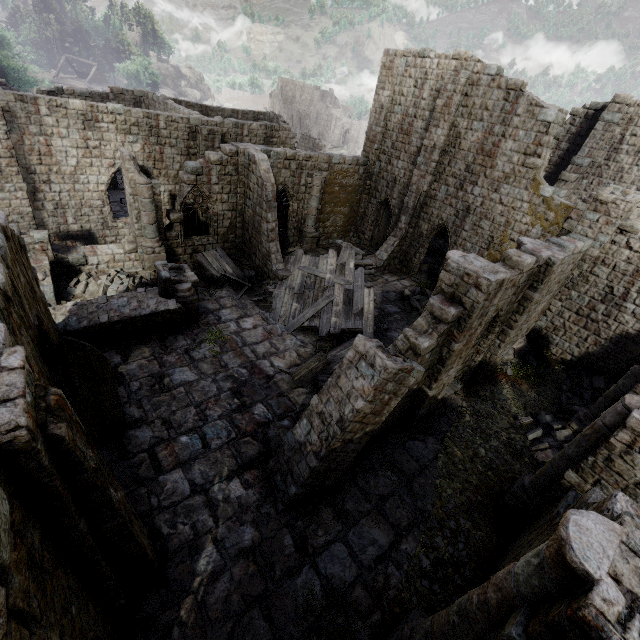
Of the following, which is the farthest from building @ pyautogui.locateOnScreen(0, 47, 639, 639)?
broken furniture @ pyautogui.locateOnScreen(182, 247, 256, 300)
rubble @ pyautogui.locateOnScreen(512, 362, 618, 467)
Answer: broken furniture @ pyautogui.locateOnScreen(182, 247, 256, 300)

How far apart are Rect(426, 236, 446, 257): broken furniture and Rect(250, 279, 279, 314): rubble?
15.6m

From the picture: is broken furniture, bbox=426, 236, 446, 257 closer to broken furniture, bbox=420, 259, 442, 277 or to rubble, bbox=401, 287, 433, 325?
broken furniture, bbox=420, 259, 442, 277

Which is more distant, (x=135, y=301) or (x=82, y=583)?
(x=135, y=301)

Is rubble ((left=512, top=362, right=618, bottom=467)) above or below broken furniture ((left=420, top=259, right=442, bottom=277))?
above

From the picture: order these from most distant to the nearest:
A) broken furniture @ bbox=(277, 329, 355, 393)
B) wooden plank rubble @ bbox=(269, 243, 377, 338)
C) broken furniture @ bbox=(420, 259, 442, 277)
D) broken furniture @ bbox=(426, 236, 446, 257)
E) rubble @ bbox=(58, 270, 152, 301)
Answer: broken furniture @ bbox=(426, 236, 446, 257)
broken furniture @ bbox=(420, 259, 442, 277)
wooden plank rubble @ bbox=(269, 243, 377, 338)
rubble @ bbox=(58, 270, 152, 301)
broken furniture @ bbox=(277, 329, 355, 393)

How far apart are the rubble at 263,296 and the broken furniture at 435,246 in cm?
1560

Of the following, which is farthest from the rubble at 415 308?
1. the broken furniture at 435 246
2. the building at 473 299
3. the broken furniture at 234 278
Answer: the broken furniture at 234 278
